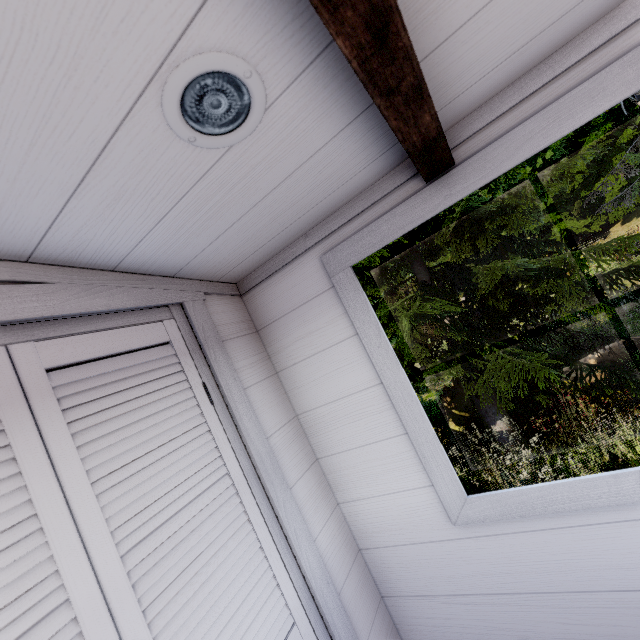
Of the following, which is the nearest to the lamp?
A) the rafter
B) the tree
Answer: the rafter

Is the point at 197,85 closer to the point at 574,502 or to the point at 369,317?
the point at 369,317

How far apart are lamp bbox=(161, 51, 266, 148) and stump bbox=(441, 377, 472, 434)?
10.0 meters

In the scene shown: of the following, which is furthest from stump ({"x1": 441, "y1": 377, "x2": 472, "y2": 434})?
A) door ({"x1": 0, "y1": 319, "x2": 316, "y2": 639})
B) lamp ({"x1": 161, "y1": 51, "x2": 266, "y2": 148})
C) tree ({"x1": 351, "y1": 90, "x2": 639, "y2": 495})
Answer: lamp ({"x1": 161, "y1": 51, "x2": 266, "y2": 148})

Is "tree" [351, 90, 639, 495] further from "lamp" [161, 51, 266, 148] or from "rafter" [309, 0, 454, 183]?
"lamp" [161, 51, 266, 148]

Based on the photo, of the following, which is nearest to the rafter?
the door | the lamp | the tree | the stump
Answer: the lamp

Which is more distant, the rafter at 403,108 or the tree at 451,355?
the tree at 451,355

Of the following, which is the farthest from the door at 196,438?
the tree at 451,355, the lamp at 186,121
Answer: the tree at 451,355
